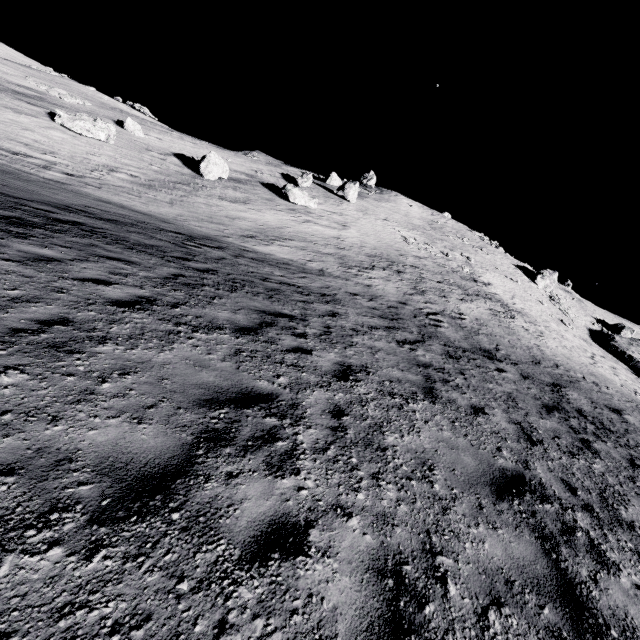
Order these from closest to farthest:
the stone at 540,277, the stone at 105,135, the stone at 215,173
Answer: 1. the stone at 105,135
2. the stone at 215,173
3. the stone at 540,277

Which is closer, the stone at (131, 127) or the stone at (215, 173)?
the stone at (215, 173)

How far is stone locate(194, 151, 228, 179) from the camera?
26.4m

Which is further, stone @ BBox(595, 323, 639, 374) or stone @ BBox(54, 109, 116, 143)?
stone @ BBox(595, 323, 639, 374)

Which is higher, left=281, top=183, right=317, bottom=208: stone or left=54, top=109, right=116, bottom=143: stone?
left=281, top=183, right=317, bottom=208: stone

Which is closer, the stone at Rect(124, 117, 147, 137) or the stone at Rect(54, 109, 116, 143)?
the stone at Rect(54, 109, 116, 143)

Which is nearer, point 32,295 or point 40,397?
point 40,397

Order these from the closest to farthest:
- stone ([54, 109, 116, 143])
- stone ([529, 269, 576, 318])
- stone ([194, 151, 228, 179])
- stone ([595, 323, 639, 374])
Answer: stone ([54, 109, 116, 143]) → stone ([194, 151, 228, 179]) → stone ([595, 323, 639, 374]) → stone ([529, 269, 576, 318])
